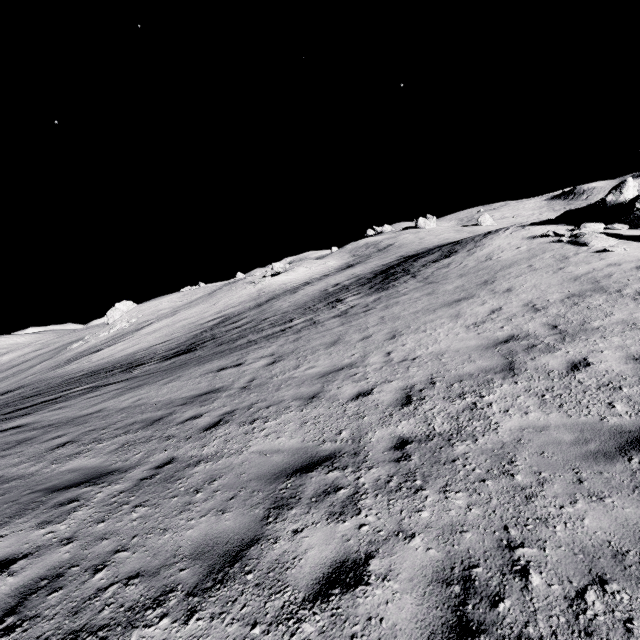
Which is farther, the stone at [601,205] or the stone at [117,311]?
the stone at [117,311]

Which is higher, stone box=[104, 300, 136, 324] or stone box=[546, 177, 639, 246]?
stone box=[104, 300, 136, 324]

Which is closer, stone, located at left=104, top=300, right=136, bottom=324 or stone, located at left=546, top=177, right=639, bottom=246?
stone, located at left=546, top=177, right=639, bottom=246

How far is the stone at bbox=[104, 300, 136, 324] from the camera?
54.5 meters

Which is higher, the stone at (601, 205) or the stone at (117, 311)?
the stone at (117, 311)

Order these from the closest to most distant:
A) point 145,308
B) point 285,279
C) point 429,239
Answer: point 285,279 < point 429,239 < point 145,308
